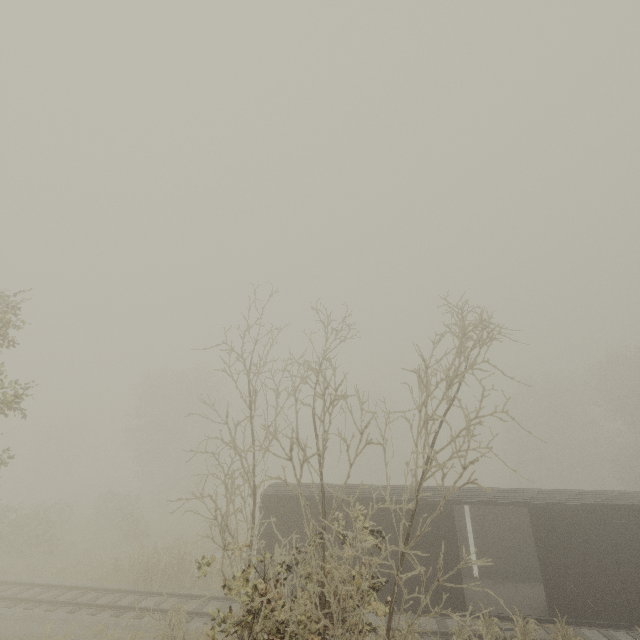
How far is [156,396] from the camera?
39.4m

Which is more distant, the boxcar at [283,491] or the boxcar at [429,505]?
the boxcar at [283,491]

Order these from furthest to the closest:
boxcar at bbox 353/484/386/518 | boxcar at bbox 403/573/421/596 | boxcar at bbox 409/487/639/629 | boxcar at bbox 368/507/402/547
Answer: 1. boxcar at bbox 353/484/386/518
2. boxcar at bbox 368/507/402/547
3. boxcar at bbox 403/573/421/596
4. boxcar at bbox 409/487/639/629

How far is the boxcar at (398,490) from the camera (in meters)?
12.88

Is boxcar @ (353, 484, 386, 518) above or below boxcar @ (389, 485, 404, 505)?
below

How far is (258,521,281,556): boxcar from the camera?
13.00m

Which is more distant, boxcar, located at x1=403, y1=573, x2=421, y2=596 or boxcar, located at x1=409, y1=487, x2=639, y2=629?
boxcar, located at x1=403, y1=573, x2=421, y2=596
